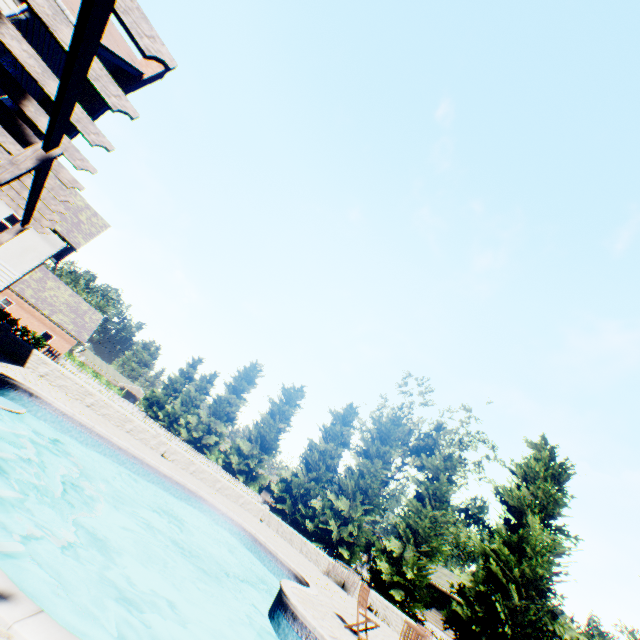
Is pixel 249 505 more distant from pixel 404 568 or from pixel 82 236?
pixel 82 236

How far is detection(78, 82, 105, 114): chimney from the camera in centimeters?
1133cm

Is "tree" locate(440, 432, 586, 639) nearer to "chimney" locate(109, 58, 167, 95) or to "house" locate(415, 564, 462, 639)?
"house" locate(415, 564, 462, 639)

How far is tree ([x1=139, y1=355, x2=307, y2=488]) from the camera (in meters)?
30.28

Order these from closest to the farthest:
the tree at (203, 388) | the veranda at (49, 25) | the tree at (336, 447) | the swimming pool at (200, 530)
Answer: the veranda at (49, 25)
the swimming pool at (200, 530)
the tree at (336, 447)
the tree at (203, 388)

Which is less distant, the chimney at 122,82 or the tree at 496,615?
the chimney at 122,82
